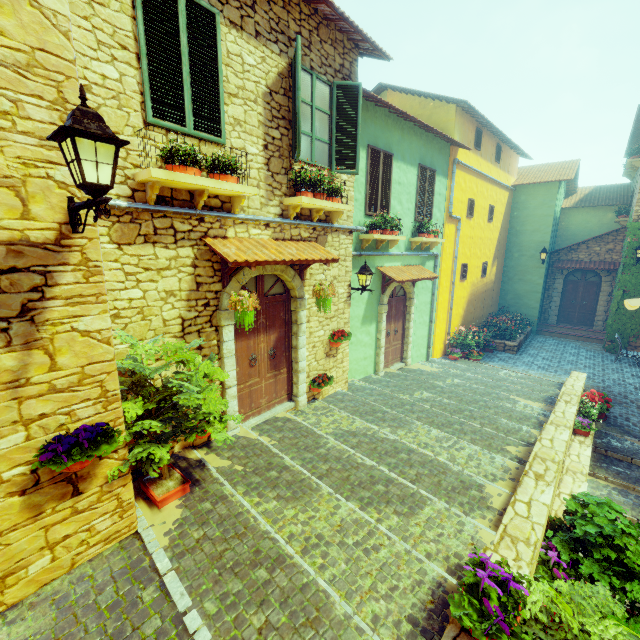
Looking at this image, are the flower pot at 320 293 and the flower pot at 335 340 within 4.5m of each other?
yes

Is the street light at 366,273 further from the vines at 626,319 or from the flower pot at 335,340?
the vines at 626,319

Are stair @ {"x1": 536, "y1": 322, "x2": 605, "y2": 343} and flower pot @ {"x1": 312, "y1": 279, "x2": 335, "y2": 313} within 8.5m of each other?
no

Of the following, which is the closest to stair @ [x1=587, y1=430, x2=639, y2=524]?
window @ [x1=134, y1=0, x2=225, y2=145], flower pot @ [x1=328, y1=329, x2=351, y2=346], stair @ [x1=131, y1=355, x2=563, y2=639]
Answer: stair @ [x1=131, y1=355, x2=563, y2=639]

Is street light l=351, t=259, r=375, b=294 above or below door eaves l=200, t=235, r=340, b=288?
below

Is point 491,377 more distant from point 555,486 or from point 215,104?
point 215,104

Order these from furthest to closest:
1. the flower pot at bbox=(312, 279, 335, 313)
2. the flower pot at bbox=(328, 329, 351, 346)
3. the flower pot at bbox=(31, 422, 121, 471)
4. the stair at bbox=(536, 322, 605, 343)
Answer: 1. the stair at bbox=(536, 322, 605, 343)
2. the flower pot at bbox=(328, 329, 351, 346)
3. the flower pot at bbox=(312, 279, 335, 313)
4. the flower pot at bbox=(31, 422, 121, 471)

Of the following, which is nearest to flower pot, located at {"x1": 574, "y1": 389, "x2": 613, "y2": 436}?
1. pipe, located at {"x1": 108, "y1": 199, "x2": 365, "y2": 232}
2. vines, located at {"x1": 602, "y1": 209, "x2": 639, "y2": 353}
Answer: pipe, located at {"x1": 108, "y1": 199, "x2": 365, "y2": 232}
